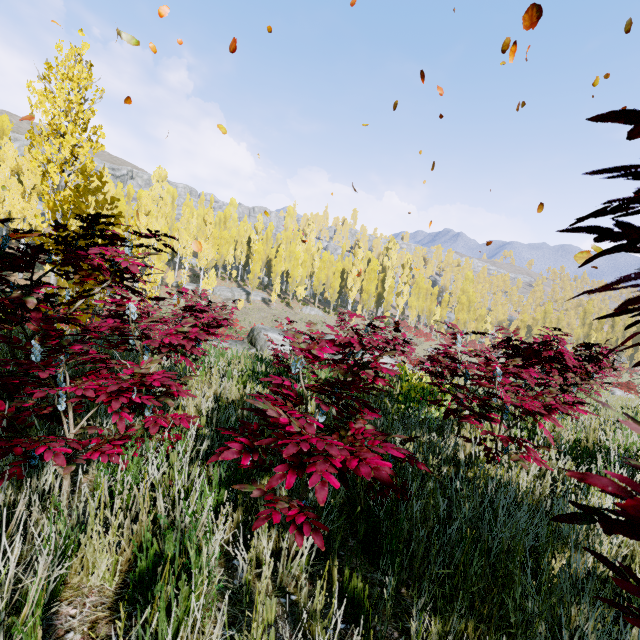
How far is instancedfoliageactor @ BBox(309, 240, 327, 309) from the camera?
50.69m

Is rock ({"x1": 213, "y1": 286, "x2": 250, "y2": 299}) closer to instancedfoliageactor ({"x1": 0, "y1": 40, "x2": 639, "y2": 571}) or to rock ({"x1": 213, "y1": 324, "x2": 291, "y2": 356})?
instancedfoliageactor ({"x1": 0, "y1": 40, "x2": 639, "y2": 571})

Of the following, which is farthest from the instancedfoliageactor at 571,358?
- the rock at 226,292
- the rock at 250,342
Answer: the rock at 250,342

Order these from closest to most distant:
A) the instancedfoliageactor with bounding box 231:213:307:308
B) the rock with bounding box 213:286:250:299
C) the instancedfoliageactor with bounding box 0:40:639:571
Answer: the instancedfoliageactor with bounding box 0:40:639:571 → the instancedfoliageactor with bounding box 231:213:307:308 → the rock with bounding box 213:286:250:299

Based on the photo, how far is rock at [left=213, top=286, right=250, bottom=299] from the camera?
46.12m

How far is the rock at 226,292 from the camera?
46.12m

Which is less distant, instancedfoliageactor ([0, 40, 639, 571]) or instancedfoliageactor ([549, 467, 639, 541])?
instancedfoliageactor ([549, 467, 639, 541])

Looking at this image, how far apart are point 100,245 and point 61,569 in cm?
243
